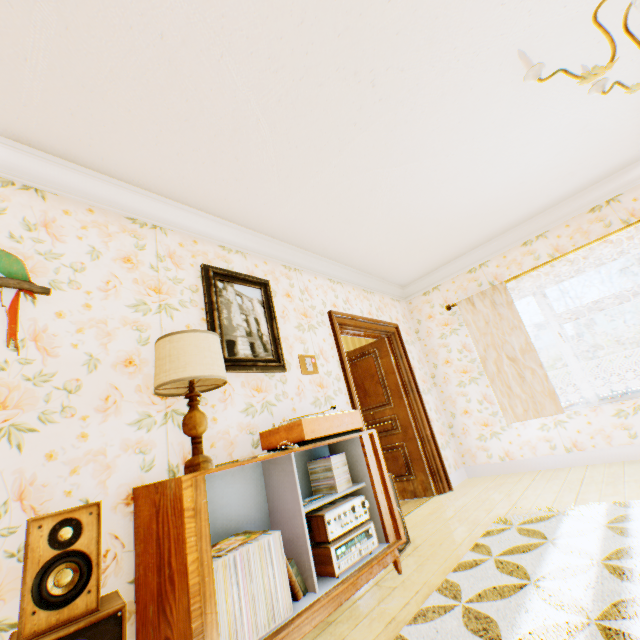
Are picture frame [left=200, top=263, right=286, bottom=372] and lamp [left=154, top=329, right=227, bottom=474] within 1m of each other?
yes

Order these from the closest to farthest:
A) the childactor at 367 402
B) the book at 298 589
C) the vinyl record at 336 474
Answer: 1. the book at 298 589
2. the vinyl record at 336 474
3. the childactor at 367 402

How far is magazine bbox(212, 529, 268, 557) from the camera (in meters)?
1.58

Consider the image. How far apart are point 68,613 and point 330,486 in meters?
1.5

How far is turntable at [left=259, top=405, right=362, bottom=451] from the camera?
2.2 meters

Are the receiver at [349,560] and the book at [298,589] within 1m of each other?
yes

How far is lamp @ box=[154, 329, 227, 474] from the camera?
1.8 meters

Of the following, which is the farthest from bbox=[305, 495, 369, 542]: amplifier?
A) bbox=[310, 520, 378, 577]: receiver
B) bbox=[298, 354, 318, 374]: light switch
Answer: bbox=[298, 354, 318, 374]: light switch
